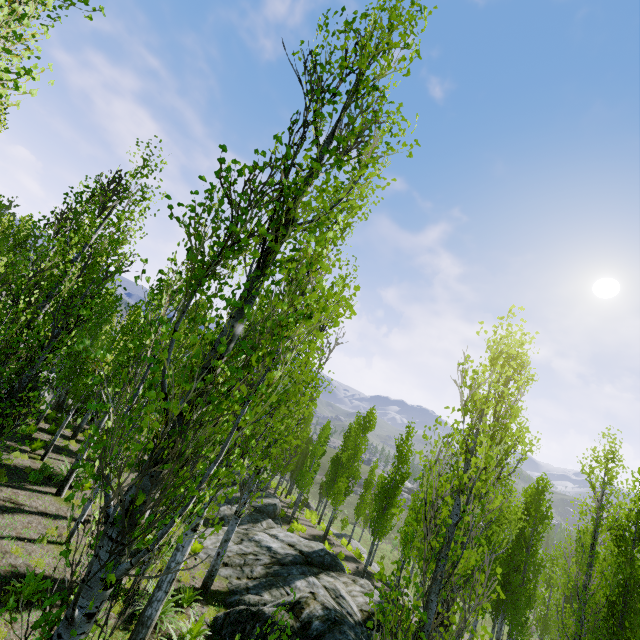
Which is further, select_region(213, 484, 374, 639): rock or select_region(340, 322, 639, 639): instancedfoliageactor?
select_region(213, 484, 374, 639): rock

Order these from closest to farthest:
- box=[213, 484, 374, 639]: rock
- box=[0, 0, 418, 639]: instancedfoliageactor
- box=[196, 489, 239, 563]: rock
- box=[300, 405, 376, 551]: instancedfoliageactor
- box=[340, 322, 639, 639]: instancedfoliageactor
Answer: box=[0, 0, 418, 639]: instancedfoliageactor → box=[340, 322, 639, 639]: instancedfoliageactor → box=[213, 484, 374, 639]: rock → box=[196, 489, 239, 563]: rock → box=[300, 405, 376, 551]: instancedfoliageactor

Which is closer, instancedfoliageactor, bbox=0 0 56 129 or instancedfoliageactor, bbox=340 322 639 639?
instancedfoliageactor, bbox=0 0 56 129

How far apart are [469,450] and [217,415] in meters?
3.6 m

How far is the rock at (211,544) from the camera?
13.2m

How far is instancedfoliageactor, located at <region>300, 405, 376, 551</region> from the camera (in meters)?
23.08

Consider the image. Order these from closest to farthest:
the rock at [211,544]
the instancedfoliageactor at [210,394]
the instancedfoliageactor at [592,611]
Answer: the instancedfoliageactor at [210,394] < the instancedfoliageactor at [592,611] < the rock at [211,544]

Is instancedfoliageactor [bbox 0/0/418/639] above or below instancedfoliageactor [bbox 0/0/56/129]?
below
